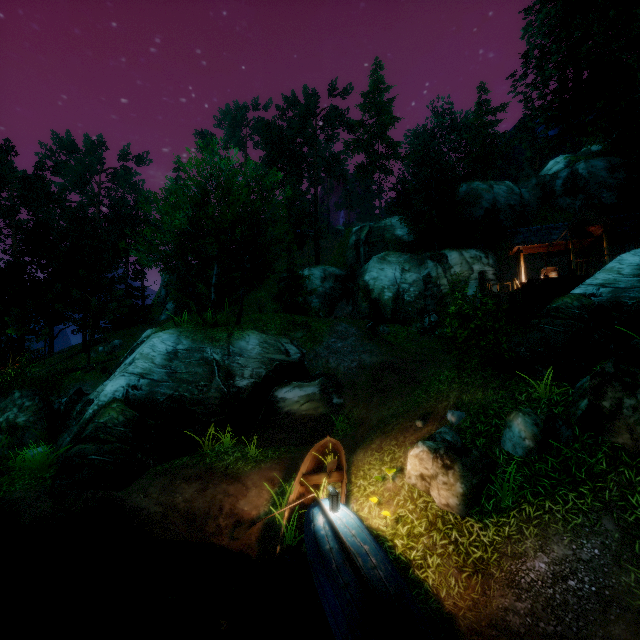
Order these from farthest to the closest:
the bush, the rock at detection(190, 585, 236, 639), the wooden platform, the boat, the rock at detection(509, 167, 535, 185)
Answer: the rock at detection(509, 167, 535, 185), the wooden platform, the bush, the rock at detection(190, 585, 236, 639), the boat

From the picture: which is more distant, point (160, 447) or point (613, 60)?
point (613, 60)

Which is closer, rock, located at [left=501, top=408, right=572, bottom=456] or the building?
rock, located at [left=501, top=408, right=572, bottom=456]

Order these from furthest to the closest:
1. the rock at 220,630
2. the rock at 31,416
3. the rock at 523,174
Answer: the rock at 523,174 < the rock at 31,416 < the rock at 220,630

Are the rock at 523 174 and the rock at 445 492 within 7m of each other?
no

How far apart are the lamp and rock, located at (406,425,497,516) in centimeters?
180cm

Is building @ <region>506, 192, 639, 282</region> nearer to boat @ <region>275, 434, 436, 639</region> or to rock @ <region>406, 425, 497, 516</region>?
rock @ <region>406, 425, 497, 516</region>

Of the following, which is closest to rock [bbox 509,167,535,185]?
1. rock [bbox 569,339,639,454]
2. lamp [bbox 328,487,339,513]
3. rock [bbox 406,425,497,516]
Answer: rock [bbox 569,339,639,454]
